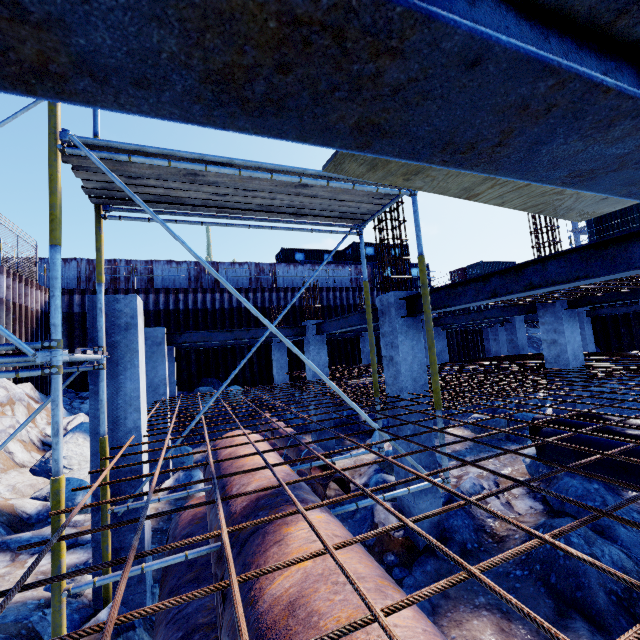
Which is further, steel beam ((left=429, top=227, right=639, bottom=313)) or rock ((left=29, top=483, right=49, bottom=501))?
rock ((left=29, top=483, right=49, bottom=501))

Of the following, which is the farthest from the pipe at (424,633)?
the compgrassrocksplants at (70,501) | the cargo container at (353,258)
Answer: the cargo container at (353,258)

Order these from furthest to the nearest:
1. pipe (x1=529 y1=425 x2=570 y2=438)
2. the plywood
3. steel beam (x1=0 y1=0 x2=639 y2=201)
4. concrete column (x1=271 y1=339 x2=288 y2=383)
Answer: concrete column (x1=271 y1=339 x2=288 y2=383), pipe (x1=529 y1=425 x2=570 y2=438), the plywood, steel beam (x1=0 y1=0 x2=639 y2=201)

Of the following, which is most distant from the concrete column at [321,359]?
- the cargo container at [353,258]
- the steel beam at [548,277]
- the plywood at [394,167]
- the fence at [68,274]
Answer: the cargo container at [353,258]

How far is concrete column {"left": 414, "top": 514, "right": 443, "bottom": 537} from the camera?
5.92m

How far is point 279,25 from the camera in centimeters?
47cm

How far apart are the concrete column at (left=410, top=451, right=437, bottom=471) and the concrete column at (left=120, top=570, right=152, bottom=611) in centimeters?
436cm

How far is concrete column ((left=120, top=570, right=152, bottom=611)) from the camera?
4.2 meters
